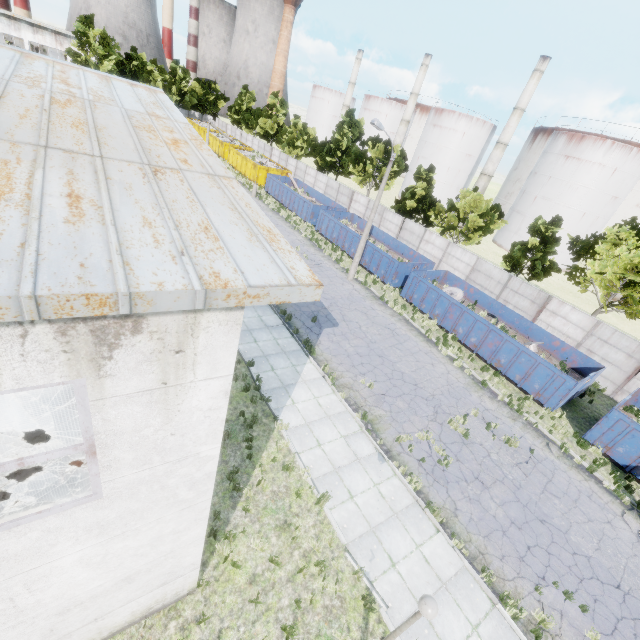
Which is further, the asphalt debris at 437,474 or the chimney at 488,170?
the chimney at 488,170

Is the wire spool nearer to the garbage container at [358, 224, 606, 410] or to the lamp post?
the lamp post

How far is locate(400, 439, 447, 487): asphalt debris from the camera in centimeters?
1151cm

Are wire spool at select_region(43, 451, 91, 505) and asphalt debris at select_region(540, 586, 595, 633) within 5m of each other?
no

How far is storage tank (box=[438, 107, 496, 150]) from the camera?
57.7 meters

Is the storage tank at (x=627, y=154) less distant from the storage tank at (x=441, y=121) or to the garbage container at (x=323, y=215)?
the storage tank at (x=441, y=121)

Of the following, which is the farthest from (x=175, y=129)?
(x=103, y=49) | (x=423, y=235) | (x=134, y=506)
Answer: (x=103, y=49)

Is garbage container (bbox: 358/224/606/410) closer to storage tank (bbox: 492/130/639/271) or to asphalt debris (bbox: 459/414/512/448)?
asphalt debris (bbox: 459/414/512/448)
